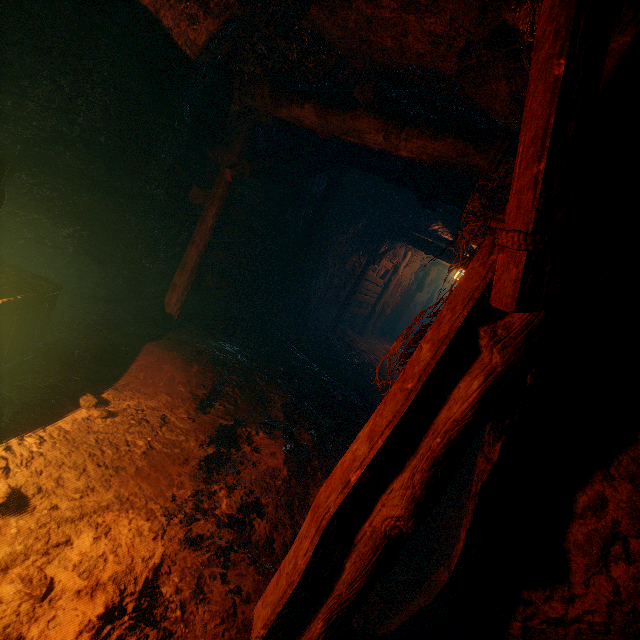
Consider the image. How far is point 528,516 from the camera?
1.9m

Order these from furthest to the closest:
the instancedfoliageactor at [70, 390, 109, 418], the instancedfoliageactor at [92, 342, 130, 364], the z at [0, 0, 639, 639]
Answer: the instancedfoliageactor at [92, 342, 130, 364]
the instancedfoliageactor at [70, 390, 109, 418]
the z at [0, 0, 639, 639]

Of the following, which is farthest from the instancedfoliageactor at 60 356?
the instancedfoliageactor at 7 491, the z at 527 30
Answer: the instancedfoliageactor at 7 491

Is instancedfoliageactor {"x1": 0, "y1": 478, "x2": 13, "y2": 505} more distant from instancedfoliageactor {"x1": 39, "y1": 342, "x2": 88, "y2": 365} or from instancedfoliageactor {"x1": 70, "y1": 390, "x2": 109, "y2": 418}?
instancedfoliageactor {"x1": 39, "y1": 342, "x2": 88, "y2": 365}

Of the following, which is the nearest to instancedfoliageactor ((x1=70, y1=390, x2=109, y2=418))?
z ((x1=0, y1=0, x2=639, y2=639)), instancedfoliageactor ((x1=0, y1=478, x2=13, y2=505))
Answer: z ((x1=0, y1=0, x2=639, y2=639))

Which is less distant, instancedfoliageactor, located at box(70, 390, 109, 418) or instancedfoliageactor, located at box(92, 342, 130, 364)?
instancedfoliageactor, located at box(70, 390, 109, 418)

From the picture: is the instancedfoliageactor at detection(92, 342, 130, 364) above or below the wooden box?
below

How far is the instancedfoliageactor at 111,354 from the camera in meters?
4.0 m
